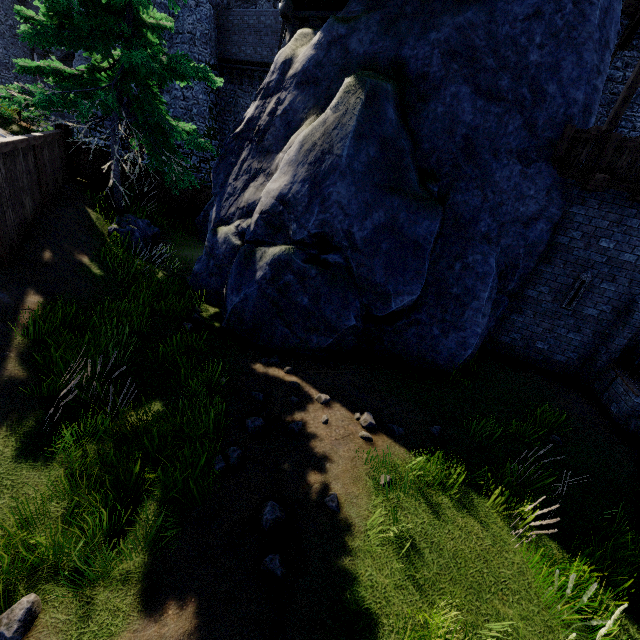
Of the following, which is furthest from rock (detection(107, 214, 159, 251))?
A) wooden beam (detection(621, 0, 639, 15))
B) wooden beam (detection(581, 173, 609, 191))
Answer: wooden beam (detection(621, 0, 639, 15))

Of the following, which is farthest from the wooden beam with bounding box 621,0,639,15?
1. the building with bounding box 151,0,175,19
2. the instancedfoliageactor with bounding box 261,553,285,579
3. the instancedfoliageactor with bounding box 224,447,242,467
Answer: the building with bounding box 151,0,175,19

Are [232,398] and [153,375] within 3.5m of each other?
yes

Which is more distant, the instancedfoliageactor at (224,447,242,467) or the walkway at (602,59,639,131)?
the walkway at (602,59,639,131)

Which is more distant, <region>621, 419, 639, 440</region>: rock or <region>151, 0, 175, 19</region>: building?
<region>151, 0, 175, 19</region>: building

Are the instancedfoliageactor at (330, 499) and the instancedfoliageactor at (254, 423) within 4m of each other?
yes

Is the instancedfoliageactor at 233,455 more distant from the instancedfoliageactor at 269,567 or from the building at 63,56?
the building at 63,56

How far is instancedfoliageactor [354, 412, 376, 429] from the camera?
5.6m
